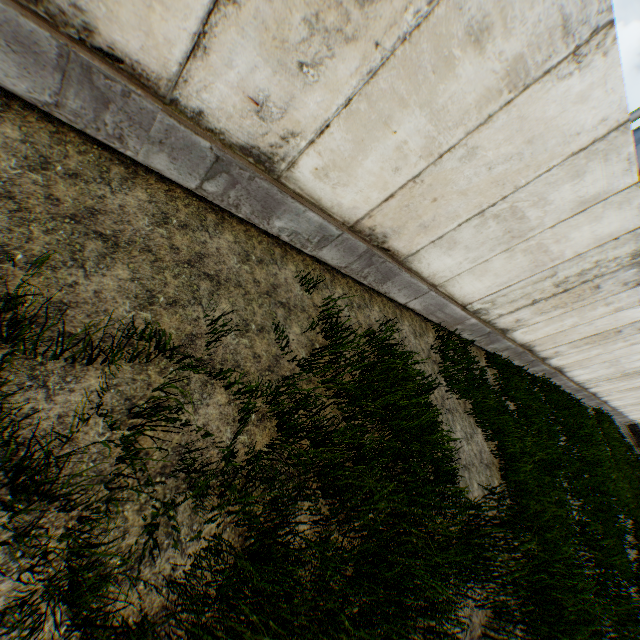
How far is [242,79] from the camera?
2.74m
